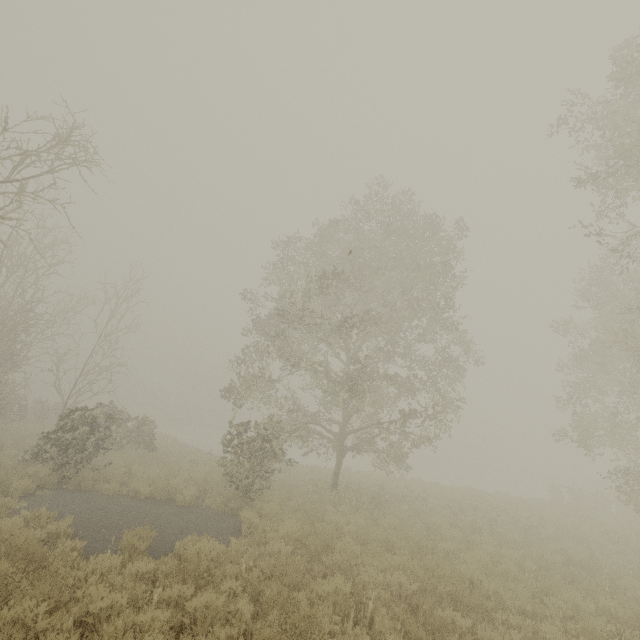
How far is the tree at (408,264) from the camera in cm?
1265

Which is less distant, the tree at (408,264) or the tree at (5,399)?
the tree at (5,399)

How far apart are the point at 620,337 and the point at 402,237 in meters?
8.8 m

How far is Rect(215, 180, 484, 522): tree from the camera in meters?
12.6 m

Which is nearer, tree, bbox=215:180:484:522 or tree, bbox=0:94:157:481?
tree, bbox=0:94:157:481
